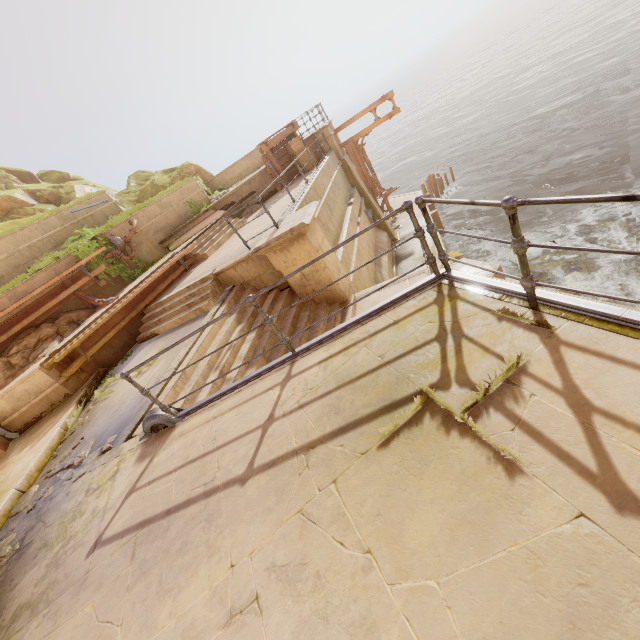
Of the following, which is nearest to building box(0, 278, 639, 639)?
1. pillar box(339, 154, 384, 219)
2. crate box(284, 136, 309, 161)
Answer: crate box(284, 136, 309, 161)

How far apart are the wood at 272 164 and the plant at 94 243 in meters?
7.4

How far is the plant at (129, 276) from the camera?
11.5m

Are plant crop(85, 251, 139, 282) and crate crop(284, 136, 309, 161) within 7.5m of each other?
no

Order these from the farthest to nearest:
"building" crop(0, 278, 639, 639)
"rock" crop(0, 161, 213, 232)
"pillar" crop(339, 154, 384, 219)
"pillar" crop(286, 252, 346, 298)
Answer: "rock" crop(0, 161, 213, 232), "pillar" crop(339, 154, 384, 219), "pillar" crop(286, 252, 346, 298), "building" crop(0, 278, 639, 639)

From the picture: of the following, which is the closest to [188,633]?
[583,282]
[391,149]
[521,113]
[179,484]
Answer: [179,484]

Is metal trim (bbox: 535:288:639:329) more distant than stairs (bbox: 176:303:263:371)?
No

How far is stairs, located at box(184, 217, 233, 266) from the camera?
11.6 meters
